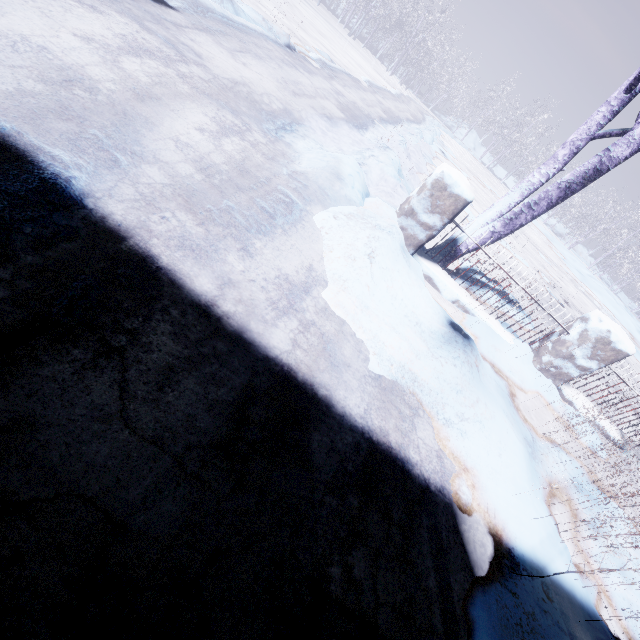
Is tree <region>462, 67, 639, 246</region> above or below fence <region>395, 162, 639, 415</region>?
above

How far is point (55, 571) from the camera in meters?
0.8 m

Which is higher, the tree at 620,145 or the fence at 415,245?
the tree at 620,145
